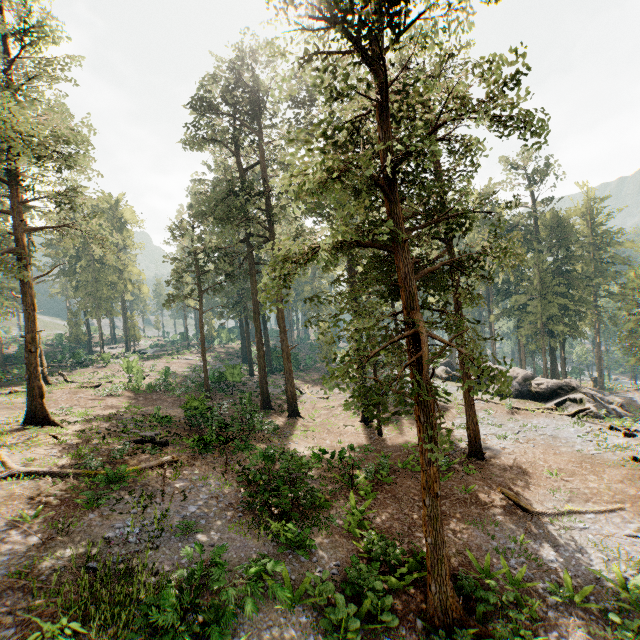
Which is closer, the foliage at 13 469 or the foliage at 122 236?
the foliage at 13 469

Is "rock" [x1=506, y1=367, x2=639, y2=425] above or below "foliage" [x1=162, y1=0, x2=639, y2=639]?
below

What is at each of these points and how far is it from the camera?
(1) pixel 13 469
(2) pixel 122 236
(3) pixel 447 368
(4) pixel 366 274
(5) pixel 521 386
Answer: (1) foliage, 12.20m
(2) foliage, 54.16m
(3) rock, 39.31m
(4) foliage, 12.24m
(5) rock, 30.17m

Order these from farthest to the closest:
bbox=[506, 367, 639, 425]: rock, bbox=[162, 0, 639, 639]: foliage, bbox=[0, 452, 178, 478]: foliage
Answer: bbox=[506, 367, 639, 425]: rock, bbox=[0, 452, 178, 478]: foliage, bbox=[162, 0, 639, 639]: foliage

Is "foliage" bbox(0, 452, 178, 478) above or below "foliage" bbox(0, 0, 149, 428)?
below

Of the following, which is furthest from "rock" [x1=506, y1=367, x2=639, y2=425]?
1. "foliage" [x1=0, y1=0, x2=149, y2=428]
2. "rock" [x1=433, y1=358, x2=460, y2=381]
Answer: "foliage" [x1=0, y1=0, x2=149, y2=428]

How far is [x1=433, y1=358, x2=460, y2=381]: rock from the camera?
38.62m

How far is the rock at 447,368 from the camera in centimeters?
3862cm
